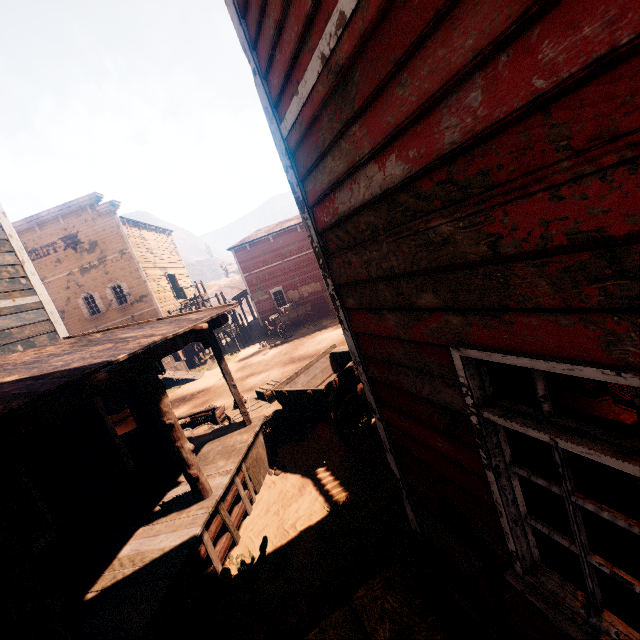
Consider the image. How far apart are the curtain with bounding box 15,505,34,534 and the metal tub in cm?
138

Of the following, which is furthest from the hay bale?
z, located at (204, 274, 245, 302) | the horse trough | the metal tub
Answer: the horse trough

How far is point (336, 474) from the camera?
6.3m

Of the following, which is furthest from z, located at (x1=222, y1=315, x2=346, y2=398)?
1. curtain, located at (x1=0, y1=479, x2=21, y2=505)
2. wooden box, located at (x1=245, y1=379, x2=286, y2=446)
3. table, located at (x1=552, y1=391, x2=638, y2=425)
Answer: curtain, located at (x1=0, y1=479, x2=21, y2=505)

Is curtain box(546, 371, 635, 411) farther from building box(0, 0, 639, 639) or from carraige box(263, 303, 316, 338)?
carraige box(263, 303, 316, 338)

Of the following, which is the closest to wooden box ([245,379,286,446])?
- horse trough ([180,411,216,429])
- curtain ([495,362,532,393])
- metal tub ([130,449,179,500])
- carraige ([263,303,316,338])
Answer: horse trough ([180,411,216,429])

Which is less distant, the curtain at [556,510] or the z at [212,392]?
the curtain at [556,510]

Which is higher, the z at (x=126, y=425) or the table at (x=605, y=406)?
the table at (x=605, y=406)
